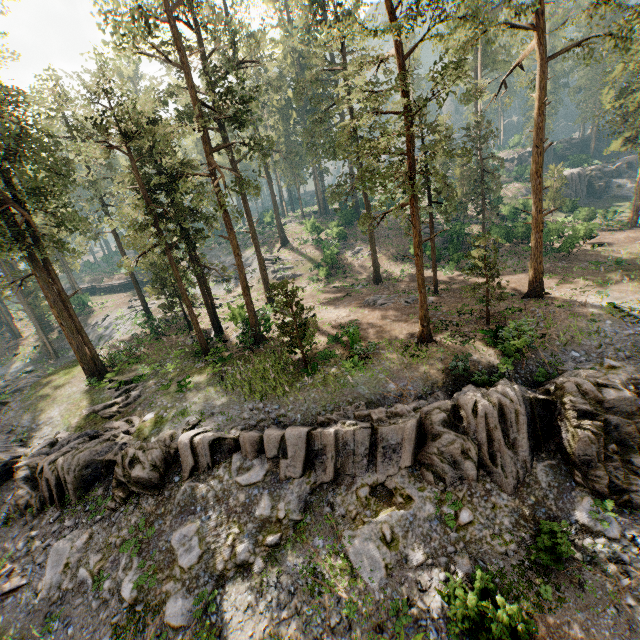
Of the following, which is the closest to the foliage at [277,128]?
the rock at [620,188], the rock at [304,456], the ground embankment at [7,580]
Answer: the rock at [304,456]

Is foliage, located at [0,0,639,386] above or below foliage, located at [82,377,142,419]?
above

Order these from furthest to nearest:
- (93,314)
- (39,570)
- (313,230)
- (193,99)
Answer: (93,314) < (313,230) < (193,99) < (39,570)

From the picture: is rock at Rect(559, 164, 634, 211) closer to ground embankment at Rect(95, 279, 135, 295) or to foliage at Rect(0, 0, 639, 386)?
foliage at Rect(0, 0, 639, 386)

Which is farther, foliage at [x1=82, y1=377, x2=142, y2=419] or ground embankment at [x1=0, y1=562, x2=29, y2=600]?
foliage at [x1=82, y1=377, x2=142, y2=419]

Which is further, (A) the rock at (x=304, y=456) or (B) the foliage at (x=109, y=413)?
(B) the foliage at (x=109, y=413)

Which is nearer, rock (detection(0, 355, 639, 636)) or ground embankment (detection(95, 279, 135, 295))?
rock (detection(0, 355, 639, 636))

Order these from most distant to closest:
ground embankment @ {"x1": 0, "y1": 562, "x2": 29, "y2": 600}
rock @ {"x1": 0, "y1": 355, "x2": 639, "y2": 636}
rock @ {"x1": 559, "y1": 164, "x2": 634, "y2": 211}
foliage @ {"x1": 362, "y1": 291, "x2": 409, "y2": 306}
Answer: rock @ {"x1": 559, "y1": 164, "x2": 634, "y2": 211} < foliage @ {"x1": 362, "y1": 291, "x2": 409, "y2": 306} < ground embankment @ {"x1": 0, "y1": 562, "x2": 29, "y2": 600} < rock @ {"x1": 0, "y1": 355, "x2": 639, "y2": 636}
